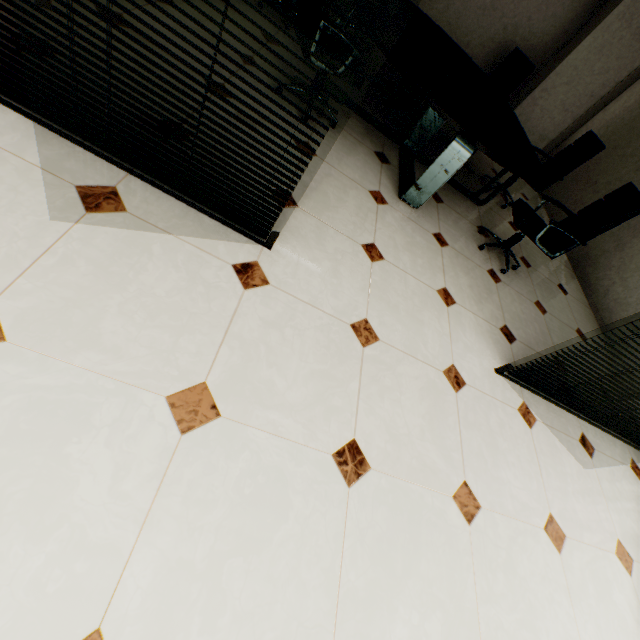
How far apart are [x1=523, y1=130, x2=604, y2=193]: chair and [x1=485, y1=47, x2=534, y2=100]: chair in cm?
126

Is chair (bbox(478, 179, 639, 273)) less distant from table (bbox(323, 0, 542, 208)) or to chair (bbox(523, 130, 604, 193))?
table (bbox(323, 0, 542, 208))

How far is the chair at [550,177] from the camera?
3.9 meters

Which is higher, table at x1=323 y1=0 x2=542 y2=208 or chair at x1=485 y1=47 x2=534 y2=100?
chair at x1=485 y1=47 x2=534 y2=100

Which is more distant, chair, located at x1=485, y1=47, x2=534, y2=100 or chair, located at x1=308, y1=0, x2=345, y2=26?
chair, located at x1=485, y1=47, x2=534, y2=100

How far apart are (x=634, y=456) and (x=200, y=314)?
4.0 meters

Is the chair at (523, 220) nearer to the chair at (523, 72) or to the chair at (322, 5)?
the chair at (322, 5)

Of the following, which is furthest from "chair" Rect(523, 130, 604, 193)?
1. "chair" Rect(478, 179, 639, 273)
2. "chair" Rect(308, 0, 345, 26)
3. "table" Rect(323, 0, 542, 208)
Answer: "chair" Rect(308, 0, 345, 26)
